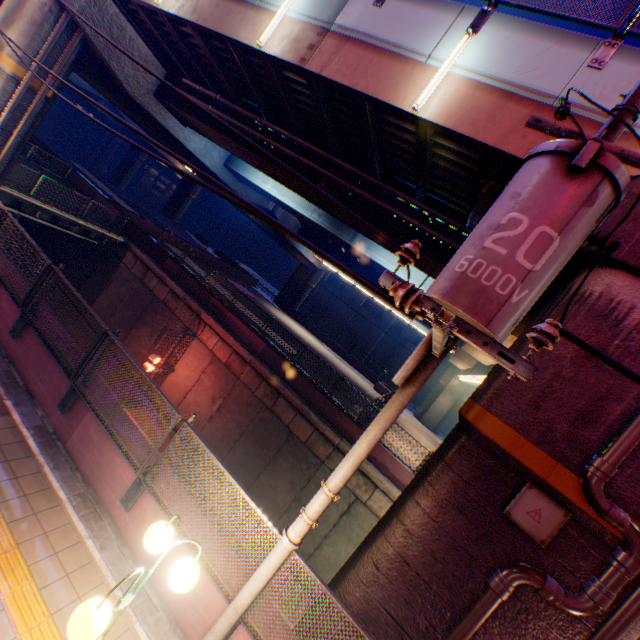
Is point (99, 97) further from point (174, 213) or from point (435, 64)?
point (435, 64)

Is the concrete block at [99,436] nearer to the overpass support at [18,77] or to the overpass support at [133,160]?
the overpass support at [18,77]

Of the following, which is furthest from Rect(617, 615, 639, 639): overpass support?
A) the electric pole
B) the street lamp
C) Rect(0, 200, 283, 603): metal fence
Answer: the street lamp

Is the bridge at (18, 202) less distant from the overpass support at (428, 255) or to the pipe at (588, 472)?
the overpass support at (428, 255)

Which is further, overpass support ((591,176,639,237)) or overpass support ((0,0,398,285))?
overpass support ((0,0,398,285))

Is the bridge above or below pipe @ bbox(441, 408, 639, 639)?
below

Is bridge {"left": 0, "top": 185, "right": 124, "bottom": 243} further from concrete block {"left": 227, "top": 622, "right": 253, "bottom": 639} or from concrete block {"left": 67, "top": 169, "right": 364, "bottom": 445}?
concrete block {"left": 227, "top": 622, "right": 253, "bottom": 639}

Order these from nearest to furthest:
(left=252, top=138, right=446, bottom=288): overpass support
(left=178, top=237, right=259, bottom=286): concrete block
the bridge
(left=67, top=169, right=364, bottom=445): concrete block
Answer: (left=252, top=138, right=446, bottom=288): overpass support, (left=67, top=169, right=364, bottom=445): concrete block, the bridge, (left=178, top=237, right=259, bottom=286): concrete block
